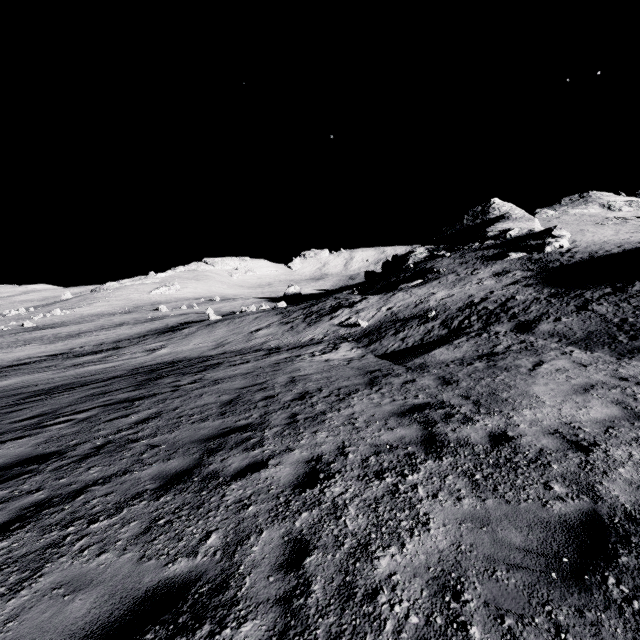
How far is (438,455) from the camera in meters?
5.0
